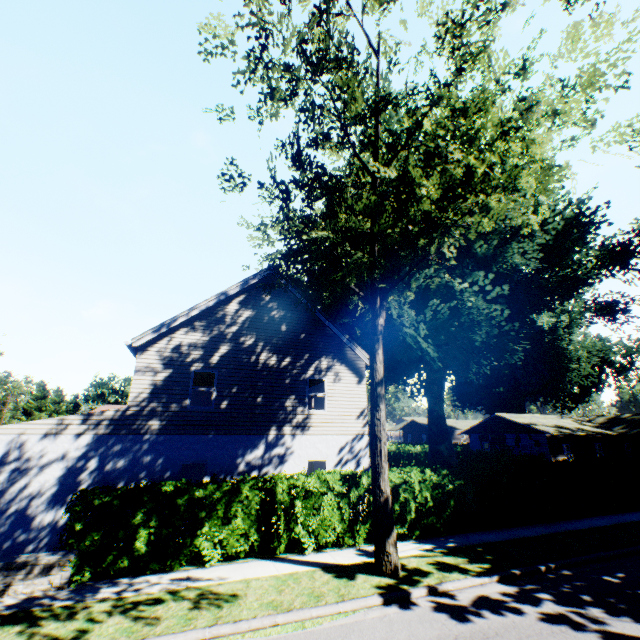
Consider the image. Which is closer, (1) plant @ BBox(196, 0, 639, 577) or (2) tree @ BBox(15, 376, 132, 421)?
(1) plant @ BBox(196, 0, 639, 577)

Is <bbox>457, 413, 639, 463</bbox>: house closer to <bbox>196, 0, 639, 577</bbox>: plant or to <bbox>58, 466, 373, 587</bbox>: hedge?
<bbox>196, 0, 639, 577</bbox>: plant

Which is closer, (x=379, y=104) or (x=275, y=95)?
(x=275, y=95)

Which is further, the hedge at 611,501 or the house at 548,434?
the house at 548,434

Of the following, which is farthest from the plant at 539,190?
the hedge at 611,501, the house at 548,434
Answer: the hedge at 611,501

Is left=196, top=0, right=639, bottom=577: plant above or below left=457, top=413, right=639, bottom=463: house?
above

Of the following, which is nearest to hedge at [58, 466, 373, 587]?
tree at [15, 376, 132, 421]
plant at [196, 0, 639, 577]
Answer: tree at [15, 376, 132, 421]

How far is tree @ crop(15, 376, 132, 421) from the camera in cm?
4409
